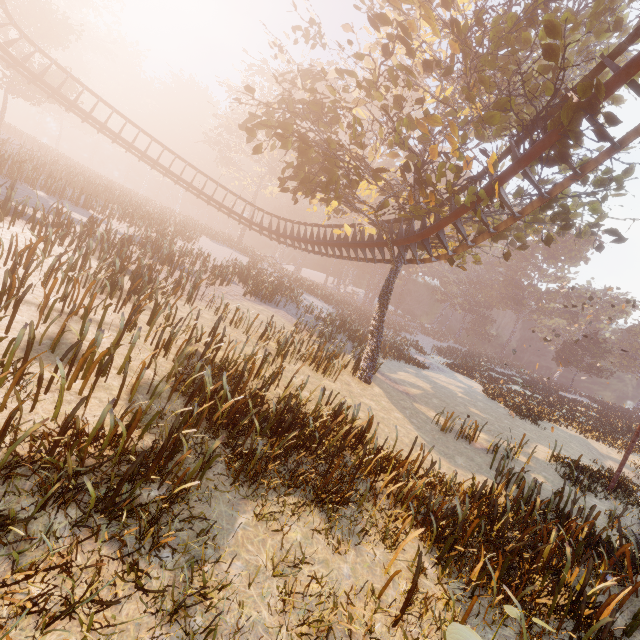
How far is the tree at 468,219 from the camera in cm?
1035

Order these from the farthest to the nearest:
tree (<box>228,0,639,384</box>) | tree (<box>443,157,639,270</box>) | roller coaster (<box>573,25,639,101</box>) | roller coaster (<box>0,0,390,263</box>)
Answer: roller coaster (<box>0,0,390,263</box>)
tree (<box>443,157,639,270</box>)
tree (<box>228,0,639,384</box>)
roller coaster (<box>573,25,639,101</box>)

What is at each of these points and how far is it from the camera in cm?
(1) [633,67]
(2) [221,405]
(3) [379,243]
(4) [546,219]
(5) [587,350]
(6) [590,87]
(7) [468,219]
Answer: (1) roller coaster, 744
(2) instancedfoliageactor, 695
(3) roller coaster, 1633
(4) tree, 1484
(5) instancedfoliageactor, 4397
(6) tree, 709
(7) tree, 1594

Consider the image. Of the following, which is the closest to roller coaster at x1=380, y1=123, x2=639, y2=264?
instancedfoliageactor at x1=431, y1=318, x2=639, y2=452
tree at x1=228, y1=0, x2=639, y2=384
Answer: tree at x1=228, y1=0, x2=639, y2=384

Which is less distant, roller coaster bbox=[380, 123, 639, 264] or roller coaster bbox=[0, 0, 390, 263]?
roller coaster bbox=[380, 123, 639, 264]

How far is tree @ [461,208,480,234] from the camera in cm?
1035

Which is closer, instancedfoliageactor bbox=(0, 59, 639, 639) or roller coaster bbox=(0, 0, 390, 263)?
instancedfoliageactor bbox=(0, 59, 639, 639)

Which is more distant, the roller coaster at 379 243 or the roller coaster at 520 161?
the roller coaster at 379 243
